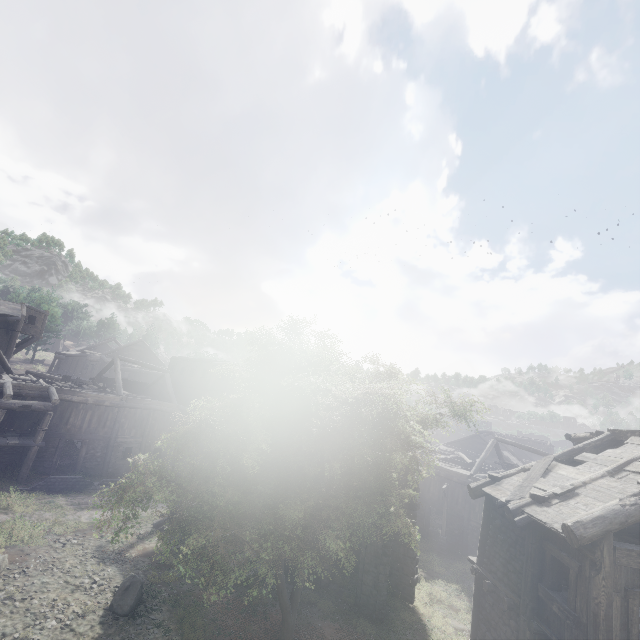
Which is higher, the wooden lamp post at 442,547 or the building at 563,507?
the building at 563,507

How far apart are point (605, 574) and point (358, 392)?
7.52m

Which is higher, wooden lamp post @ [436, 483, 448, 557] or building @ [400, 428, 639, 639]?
building @ [400, 428, 639, 639]

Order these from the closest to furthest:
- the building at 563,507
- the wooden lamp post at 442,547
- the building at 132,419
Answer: the building at 563,507 → the building at 132,419 → the wooden lamp post at 442,547

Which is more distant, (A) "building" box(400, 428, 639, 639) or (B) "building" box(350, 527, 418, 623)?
(B) "building" box(350, 527, 418, 623)

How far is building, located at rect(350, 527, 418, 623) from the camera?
14.21m

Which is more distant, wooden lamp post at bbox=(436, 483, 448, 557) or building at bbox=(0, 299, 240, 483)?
wooden lamp post at bbox=(436, 483, 448, 557)

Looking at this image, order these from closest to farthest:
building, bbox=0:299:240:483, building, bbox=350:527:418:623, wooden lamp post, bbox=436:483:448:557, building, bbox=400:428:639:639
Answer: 1. building, bbox=400:428:639:639
2. building, bbox=350:527:418:623
3. building, bbox=0:299:240:483
4. wooden lamp post, bbox=436:483:448:557
